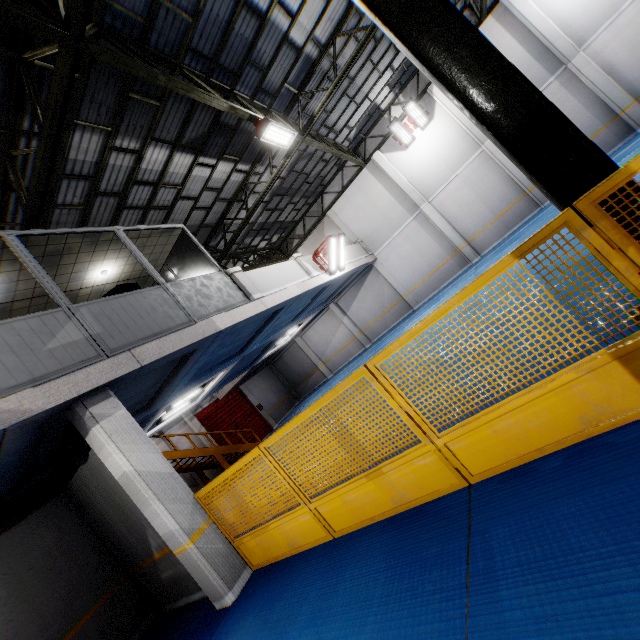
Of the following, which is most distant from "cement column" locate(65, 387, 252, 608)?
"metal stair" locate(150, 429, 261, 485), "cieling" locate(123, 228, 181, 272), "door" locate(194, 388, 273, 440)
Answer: "door" locate(194, 388, 273, 440)

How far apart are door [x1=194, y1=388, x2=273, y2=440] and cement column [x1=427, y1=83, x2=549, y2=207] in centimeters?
1954cm

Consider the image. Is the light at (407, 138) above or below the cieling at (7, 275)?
above

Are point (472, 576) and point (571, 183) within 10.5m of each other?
yes

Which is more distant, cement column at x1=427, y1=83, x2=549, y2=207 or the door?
the door

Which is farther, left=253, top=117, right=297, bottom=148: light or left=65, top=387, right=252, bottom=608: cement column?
left=253, top=117, right=297, bottom=148: light

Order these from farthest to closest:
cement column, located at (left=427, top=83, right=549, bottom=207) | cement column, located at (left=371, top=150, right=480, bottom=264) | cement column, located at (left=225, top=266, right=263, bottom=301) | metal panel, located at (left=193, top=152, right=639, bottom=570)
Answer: cement column, located at (left=371, top=150, right=480, bottom=264) < cement column, located at (left=427, top=83, right=549, bottom=207) < cement column, located at (left=225, top=266, right=263, bottom=301) < metal panel, located at (left=193, top=152, right=639, bottom=570)

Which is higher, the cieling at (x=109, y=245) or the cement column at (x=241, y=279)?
the cieling at (x=109, y=245)
